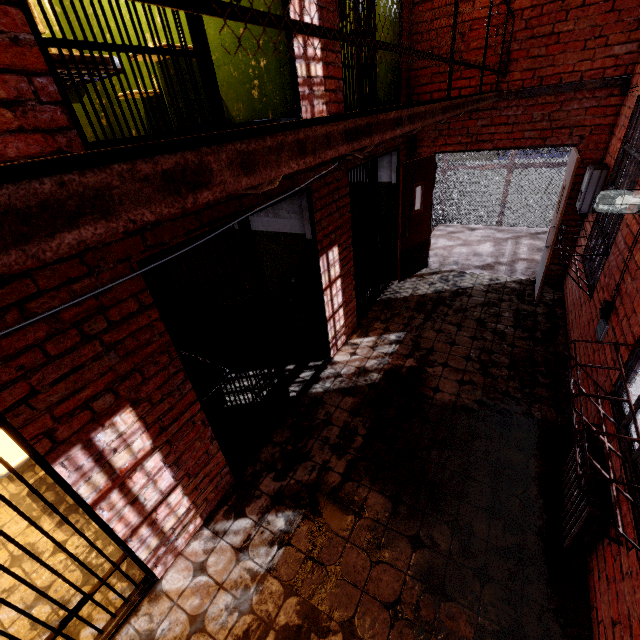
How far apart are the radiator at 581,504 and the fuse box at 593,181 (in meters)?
Result: 3.41

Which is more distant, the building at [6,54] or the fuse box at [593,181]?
the fuse box at [593,181]

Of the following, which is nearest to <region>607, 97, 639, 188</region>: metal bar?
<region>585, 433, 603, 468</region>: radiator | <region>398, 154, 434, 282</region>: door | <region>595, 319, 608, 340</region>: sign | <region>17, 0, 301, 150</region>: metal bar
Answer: <region>595, 319, 608, 340</region>: sign

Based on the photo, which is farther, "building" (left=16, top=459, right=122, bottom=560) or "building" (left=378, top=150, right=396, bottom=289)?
"building" (left=378, top=150, right=396, bottom=289)

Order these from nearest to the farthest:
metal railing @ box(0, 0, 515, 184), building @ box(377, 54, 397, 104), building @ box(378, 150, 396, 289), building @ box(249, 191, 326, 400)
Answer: metal railing @ box(0, 0, 515, 184), building @ box(249, 191, 326, 400), building @ box(377, 54, 397, 104), building @ box(378, 150, 396, 289)

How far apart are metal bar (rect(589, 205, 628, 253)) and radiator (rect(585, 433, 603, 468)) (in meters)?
1.81

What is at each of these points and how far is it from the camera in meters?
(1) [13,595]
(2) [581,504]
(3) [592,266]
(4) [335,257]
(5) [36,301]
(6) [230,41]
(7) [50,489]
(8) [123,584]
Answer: (1) building, 2.6 m
(2) radiator, 2.3 m
(3) metal bar, 4.2 m
(4) building, 4.2 m
(5) building, 1.6 m
(6) building, 3.2 m
(7) building, 3.4 m
(8) building, 2.6 m

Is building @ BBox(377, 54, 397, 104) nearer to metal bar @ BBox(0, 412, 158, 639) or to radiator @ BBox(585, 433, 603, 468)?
metal bar @ BBox(0, 412, 158, 639)
